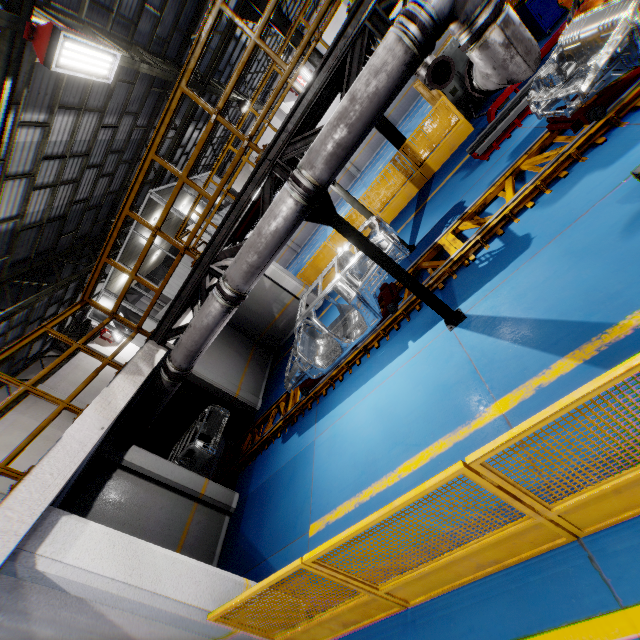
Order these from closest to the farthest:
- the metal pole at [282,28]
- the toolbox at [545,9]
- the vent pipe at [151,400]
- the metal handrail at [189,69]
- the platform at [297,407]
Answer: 1. the metal handrail at [189,69]
2. the vent pipe at [151,400]
3. the platform at [297,407]
4. the toolbox at [545,9]
5. the metal pole at [282,28]

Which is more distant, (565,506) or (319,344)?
(319,344)

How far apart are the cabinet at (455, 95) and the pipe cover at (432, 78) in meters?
5.0

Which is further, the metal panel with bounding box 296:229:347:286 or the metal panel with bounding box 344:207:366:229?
the metal panel with bounding box 296:229:347:286

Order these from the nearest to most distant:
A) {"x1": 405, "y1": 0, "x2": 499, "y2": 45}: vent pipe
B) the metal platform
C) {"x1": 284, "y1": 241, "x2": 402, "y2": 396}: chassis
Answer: {"x1": 405, "y1": 0, "x2": 499, "y2": 45}: vent pipe < {"x1": 284, "y1": 241, "x2": 402, "y2": 396}: chassis < the metal platform

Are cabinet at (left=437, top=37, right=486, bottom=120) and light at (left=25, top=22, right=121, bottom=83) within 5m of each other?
no

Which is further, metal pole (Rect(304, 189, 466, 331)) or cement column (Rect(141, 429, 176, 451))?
cement column (Rect(141, 429, 176, 451))

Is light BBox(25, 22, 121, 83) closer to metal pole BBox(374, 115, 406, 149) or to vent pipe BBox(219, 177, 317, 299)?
vent pipe BBox(219, 177, 317, 299)
